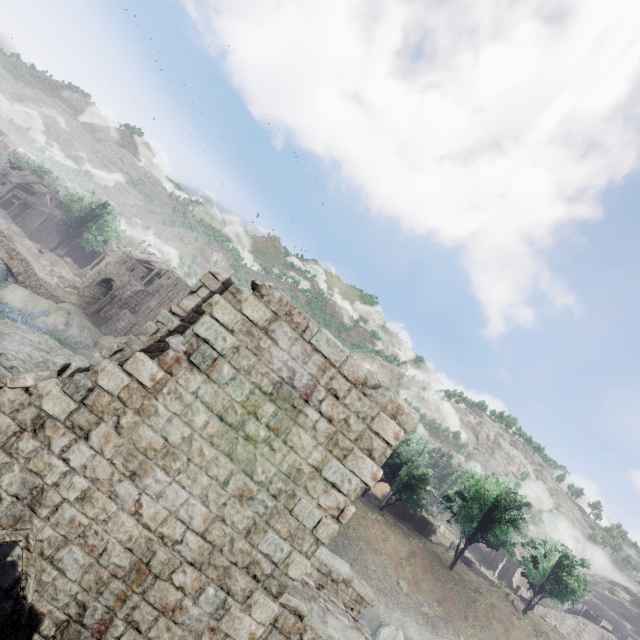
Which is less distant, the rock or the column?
the column

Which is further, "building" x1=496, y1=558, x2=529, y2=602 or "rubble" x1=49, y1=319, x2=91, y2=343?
"building" x1=496, y1=558, x2=529, y2=602

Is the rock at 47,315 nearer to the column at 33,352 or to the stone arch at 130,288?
the stone arch at 130,288

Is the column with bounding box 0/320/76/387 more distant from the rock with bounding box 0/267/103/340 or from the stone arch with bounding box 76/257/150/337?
the rock with bounding box 0/267/103/340

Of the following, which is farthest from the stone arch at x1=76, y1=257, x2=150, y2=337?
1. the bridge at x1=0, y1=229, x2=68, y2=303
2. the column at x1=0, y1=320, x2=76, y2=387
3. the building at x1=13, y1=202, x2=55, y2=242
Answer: the column at x1=0, y1=320, x2=76, y2=387

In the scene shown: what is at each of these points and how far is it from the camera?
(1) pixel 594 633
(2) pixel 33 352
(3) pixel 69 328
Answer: (1) building, 41.1m
(2) column, 6.4m
(3) rubble, 35.7m

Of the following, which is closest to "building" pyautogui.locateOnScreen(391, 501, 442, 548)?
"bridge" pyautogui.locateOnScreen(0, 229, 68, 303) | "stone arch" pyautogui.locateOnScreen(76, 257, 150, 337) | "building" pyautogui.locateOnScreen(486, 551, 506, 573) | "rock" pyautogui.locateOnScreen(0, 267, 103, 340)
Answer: "building" pyautogui.locateOnScreen(486, 551, 506, 573)

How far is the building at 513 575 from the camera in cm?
4706
